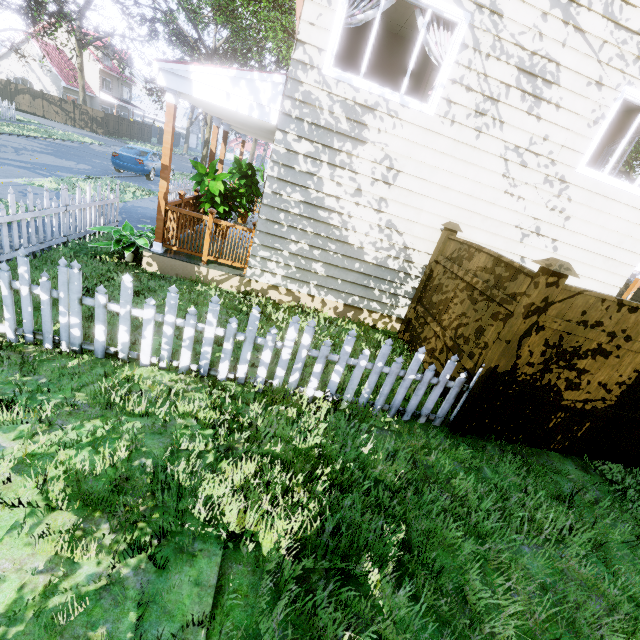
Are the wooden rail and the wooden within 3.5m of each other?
yes

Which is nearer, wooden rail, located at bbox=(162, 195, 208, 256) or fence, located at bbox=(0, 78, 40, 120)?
wooden rail, located at bbox=(162, 195, 208, 256)

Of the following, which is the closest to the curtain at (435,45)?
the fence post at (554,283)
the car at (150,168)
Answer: the fence post at (554,283)

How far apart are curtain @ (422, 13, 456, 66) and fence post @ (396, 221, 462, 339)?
1.7 meters

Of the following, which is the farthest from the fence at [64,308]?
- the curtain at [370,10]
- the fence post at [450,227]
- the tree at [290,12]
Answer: the curtain at [370,10]

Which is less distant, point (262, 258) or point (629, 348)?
point (629, 348)

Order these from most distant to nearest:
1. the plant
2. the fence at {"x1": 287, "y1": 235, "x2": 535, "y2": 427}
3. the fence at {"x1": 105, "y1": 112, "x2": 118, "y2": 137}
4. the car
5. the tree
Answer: the fence at {"x1": 105, "y1": 112, "x2": 118, "y2": 137}
the car
the tree
the plant
the fence at {"x1": 287, "y1": 235, "x2": 535, "y2": 427}

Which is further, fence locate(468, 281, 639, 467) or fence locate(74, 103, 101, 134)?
fence locate(74, 103, 101, 134)
